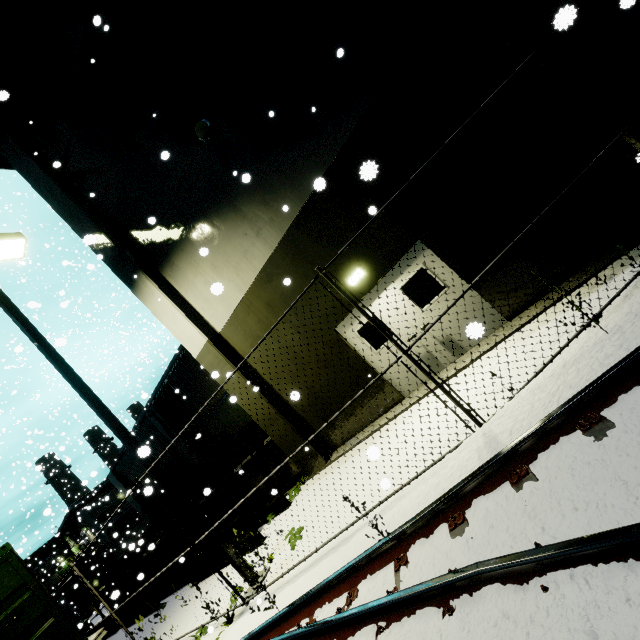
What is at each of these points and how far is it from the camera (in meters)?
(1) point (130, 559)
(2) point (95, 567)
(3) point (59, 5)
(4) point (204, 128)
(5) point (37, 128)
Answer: (1) ceiling beam support, 16.80
(2) building, 50.81
(3) tree, 8.50
(4) light, 7.74
(5) tree, 10.37

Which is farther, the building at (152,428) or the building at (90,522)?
the building at (90,522)

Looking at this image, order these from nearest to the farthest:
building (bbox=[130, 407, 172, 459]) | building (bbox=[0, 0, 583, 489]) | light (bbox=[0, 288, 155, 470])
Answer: building (bbox=[0, 0, 583, 489]) < light (bbox=[0, 288, 155, 470]) < building (bbox=[130, 407, 172, 459])

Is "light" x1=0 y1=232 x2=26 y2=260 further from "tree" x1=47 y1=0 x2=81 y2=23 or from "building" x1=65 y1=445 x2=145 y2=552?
"tree" x1=47 y1=0 x2=81 y2=23

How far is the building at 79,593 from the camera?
46.03m

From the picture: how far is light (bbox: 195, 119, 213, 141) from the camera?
7.73m

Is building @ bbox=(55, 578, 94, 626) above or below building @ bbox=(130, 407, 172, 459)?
below
